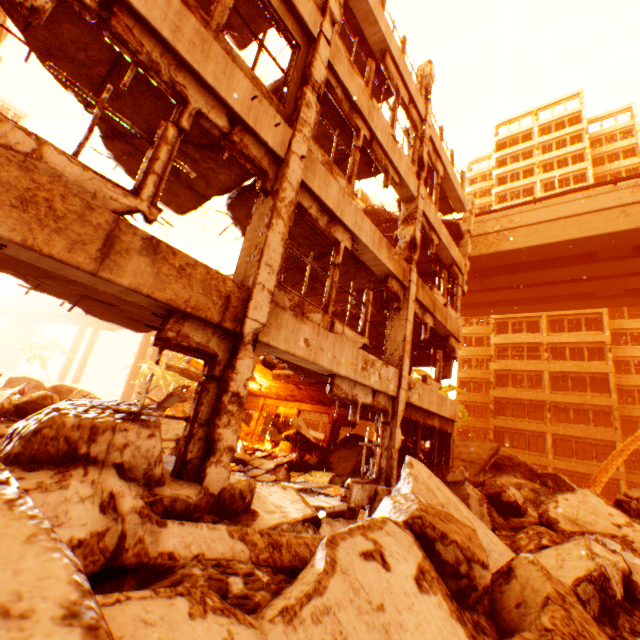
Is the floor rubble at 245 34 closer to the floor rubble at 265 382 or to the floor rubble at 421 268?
the floor rubble at 421 268

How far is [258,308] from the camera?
4.6m

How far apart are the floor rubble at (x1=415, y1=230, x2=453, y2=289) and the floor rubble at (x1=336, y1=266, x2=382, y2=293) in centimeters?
249cm

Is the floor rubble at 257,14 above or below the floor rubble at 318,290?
→ above

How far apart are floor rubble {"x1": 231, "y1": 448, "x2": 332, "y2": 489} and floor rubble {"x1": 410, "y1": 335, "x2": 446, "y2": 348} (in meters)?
5.38

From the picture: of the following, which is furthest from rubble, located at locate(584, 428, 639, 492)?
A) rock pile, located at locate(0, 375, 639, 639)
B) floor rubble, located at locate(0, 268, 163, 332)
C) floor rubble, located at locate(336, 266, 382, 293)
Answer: floor rubble, located at locate(336, 266, 382, 293)

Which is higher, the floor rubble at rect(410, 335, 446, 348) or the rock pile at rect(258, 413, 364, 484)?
the floor rubble at rect(410, 335, 446, 348)

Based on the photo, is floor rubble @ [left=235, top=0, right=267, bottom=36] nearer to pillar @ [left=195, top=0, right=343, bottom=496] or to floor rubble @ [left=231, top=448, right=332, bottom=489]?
pillar @ [left=195, top=0, right=343, bottom=496]
